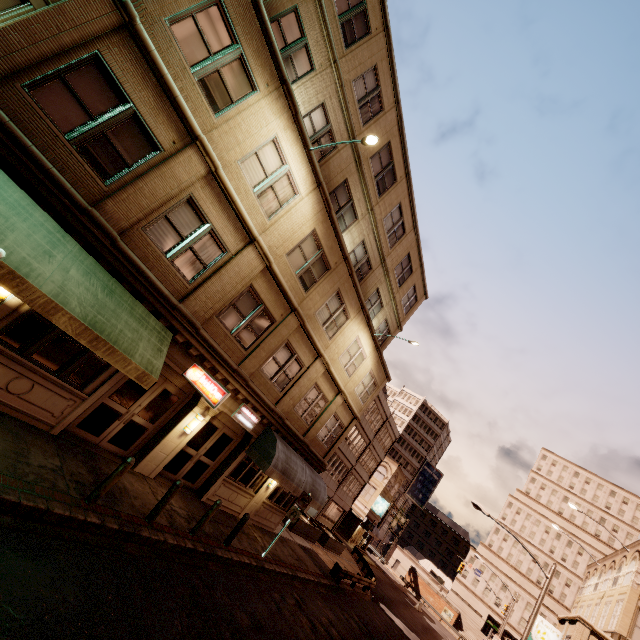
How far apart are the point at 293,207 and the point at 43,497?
10.51m

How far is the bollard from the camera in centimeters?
745cm

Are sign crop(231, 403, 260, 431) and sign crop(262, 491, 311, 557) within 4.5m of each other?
yes

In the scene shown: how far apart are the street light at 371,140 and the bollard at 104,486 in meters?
10.9

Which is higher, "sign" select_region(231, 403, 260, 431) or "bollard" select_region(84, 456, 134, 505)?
"sign" select_region(231, 403, 260, 431)

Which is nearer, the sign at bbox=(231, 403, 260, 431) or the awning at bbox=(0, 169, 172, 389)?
the awning at bbox=(0, 169, 172, 389)

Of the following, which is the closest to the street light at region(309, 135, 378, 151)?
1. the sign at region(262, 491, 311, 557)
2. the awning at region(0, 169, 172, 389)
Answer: the awning at region(0, 169, 172, 389)

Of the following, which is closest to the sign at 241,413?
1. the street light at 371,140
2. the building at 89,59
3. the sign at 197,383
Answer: the building at 89,59
